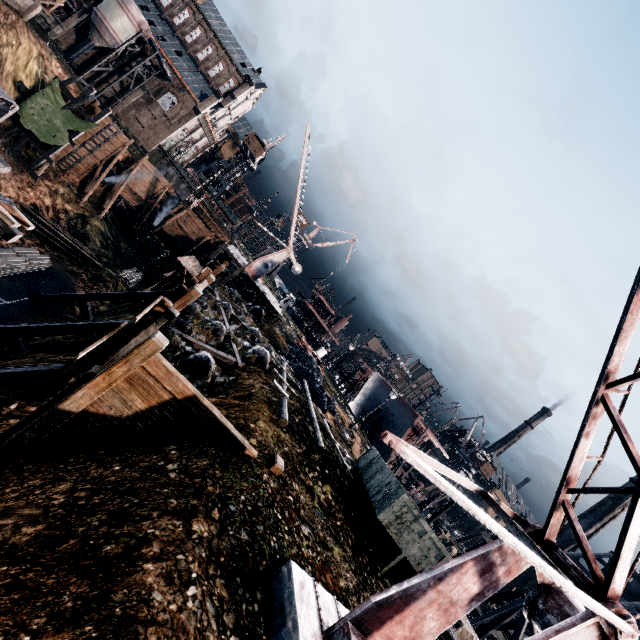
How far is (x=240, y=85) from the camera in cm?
5956

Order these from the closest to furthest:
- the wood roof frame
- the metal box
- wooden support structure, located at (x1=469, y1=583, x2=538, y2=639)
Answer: the metal box → wooden support structure, located at (x1=469, y1=583, x2=538, y2=639) → the wood roof frame

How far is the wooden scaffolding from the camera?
30.27m

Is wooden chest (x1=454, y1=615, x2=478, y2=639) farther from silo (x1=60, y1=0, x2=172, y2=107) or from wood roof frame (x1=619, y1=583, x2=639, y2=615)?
silo (x1=60, y1=0, x2=172, y2=107)

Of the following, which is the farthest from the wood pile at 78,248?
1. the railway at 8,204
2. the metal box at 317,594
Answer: the metal box at 317,594

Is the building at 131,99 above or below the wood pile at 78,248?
above

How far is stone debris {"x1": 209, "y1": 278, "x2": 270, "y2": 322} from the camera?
26.4 meters

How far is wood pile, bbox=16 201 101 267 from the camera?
31.14m
